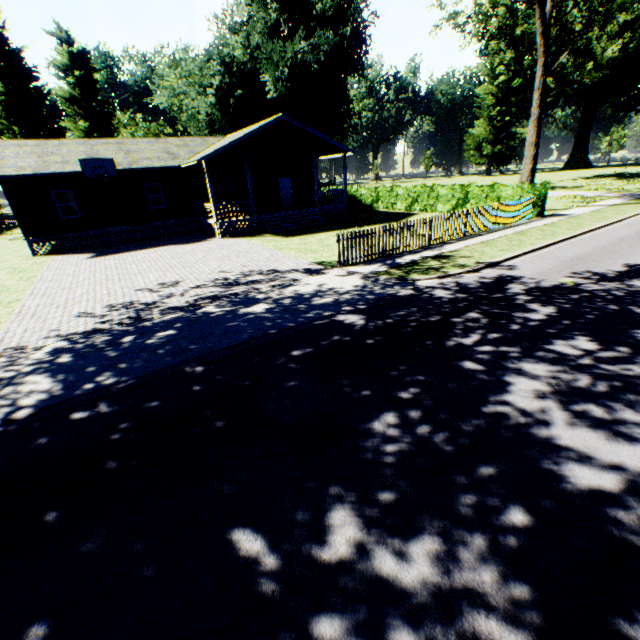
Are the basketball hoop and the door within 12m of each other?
yes

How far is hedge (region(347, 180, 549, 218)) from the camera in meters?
18.2

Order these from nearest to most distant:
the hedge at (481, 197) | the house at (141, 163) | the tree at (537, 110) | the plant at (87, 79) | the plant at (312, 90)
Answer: the tree at (537, 110) → the hedge at (481, 197) → the house at (141, 163) → the plant at (312, 90) → the plant at (87, 79)

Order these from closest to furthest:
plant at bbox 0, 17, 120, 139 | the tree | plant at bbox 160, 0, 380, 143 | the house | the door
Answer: the tree → the house → the door → plant at bbox 160, 0, 380, 143 → plant at bbox 0, 17, 120, 139

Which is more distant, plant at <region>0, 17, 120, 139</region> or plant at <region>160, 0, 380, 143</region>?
plant at <region>0, 17, 120, 139</region>

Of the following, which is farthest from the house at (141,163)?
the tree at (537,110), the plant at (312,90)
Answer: the plant at (312,90)

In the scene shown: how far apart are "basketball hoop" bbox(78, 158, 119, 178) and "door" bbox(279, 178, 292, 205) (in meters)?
11.43

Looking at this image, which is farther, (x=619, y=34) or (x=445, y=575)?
(x=619, y=34)
